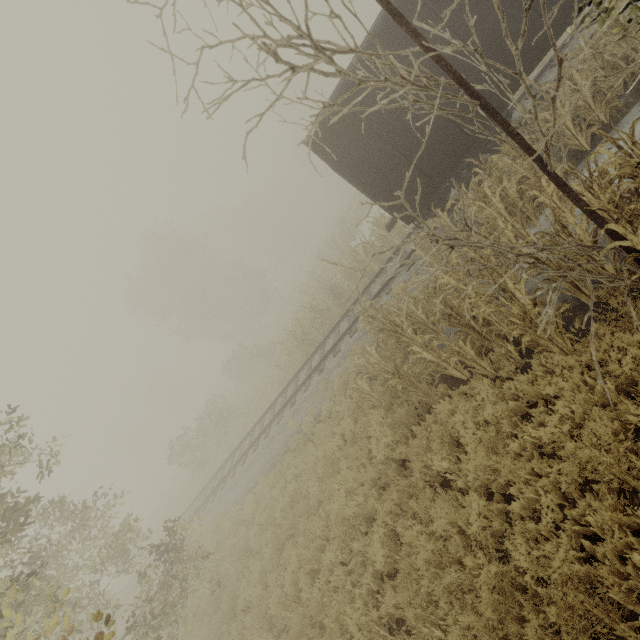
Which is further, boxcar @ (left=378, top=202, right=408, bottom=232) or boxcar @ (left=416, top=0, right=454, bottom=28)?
boxcar @ (left=378, top=202, right=408, bottom=232)

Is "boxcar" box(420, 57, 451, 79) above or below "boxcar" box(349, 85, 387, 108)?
below

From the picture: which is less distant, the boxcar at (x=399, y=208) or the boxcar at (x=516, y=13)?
the boxcar at (x=516, y=13)

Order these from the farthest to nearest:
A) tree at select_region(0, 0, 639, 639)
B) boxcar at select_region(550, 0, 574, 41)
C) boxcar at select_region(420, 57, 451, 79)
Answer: boxcar at select_region(420, 57, 451, 79) < boxcar at select_region(550, 0, 574, 41) < tree at select_region(0, 0, 639, 639)

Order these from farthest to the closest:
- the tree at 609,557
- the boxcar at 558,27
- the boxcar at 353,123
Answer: the boxcar at 353,123, the boxcar at 558,27, the tree at 609,557

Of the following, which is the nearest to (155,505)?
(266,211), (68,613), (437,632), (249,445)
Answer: (249,445)

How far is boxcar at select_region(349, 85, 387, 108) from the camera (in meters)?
8.10
